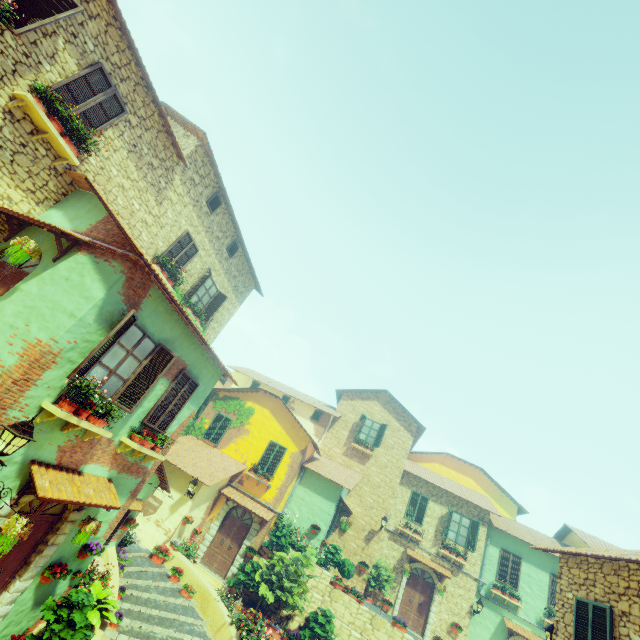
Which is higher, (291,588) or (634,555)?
(634,555)

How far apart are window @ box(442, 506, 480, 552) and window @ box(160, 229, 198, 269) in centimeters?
1983cm

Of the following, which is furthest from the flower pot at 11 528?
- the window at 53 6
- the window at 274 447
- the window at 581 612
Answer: the window at 274 447

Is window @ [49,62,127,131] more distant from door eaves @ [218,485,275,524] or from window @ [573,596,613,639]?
window @ [573,596,613,639]

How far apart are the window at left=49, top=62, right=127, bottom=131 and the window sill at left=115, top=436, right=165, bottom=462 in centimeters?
752cm

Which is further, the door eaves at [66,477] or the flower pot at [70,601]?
the flower pot at [70,601]

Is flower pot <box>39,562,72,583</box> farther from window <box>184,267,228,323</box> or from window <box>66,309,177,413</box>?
window <box>184,267,228,323</box>

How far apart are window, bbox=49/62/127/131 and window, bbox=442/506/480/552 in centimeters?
2374cm
